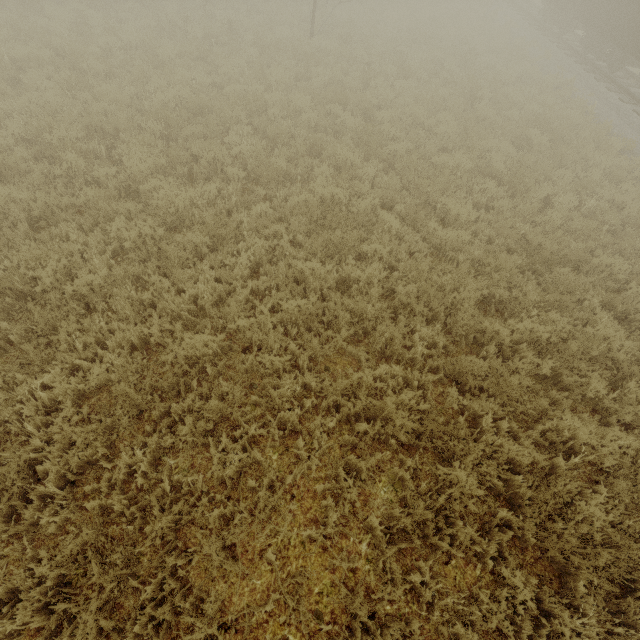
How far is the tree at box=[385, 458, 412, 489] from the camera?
3.89m

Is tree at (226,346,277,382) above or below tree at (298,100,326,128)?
below

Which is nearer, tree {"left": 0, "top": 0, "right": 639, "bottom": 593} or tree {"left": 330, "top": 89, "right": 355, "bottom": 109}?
tree {"left": 0, "top": 0, "right": 639, "bottom": 593}

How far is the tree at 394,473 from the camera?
3.9m

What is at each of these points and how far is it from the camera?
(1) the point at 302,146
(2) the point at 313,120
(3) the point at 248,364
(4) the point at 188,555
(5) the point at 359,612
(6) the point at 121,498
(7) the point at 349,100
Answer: (1) tree, 7.5 meters
(2) tree, 8.9 meters
(3) tree, 4.4 meters
(4) tree, 3.4 meters
(5) tree, 2.9 meters
(6) tree, 3.4 meters
(7) tree, 9.8 meters

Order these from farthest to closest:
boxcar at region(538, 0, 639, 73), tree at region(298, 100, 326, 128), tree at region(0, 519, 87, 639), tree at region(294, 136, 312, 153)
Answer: boxcar at region(538, 0, 639, 73) < tree at region(298, 100, 326, 128) < tree at region(294, 136, 312, 153) < tree at region(0, 519, 87, 639)

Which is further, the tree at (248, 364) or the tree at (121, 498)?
the tree at (248, 364)
